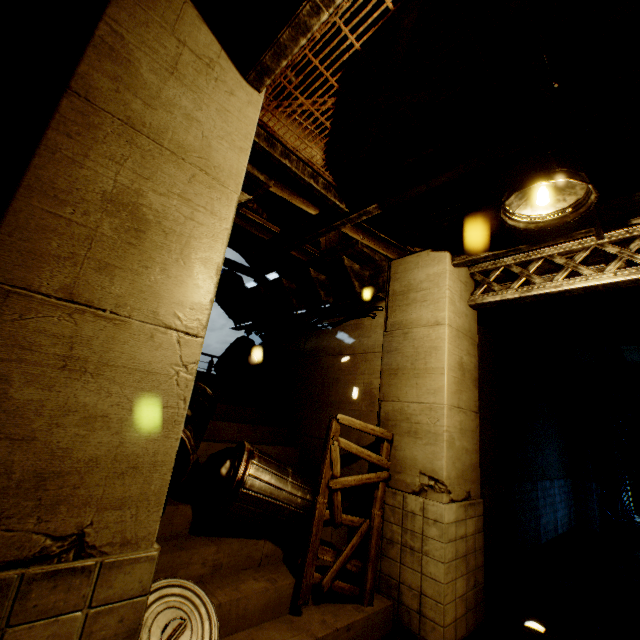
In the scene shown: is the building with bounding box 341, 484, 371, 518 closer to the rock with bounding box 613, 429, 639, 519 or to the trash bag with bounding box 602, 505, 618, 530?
the trash bag with bounding box 602, 505, 618, 530

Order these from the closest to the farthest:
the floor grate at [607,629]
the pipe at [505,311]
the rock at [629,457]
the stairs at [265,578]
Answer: the stairs at [265,578], the floor grate at [607,629], the pipe at [505,311], the rock at [629,457]

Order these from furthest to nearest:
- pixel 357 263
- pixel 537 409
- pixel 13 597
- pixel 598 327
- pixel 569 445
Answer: pixel 569 445 → pixel 537 409 → pixel 598 327 → pixel 357 263 → pixel 13 597

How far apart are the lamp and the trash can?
4.1 meters

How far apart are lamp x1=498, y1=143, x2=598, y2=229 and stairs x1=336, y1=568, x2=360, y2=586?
4.8 meters

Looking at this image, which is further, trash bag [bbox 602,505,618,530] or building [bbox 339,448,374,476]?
trash bag [bbox 602,505,618,530]

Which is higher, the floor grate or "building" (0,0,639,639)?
"building" (0,0,639,639)

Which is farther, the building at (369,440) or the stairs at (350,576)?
the building at (369,440)
